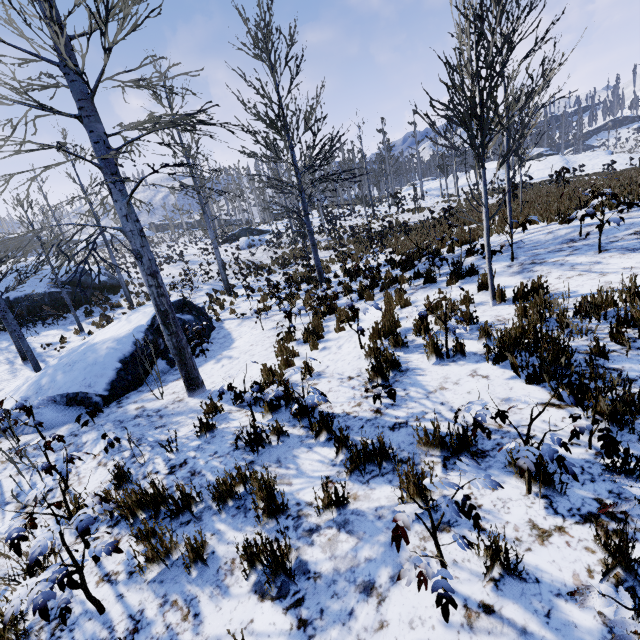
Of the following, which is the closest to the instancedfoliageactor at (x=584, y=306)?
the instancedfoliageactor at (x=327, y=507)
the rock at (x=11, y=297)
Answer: the instancedfoliageactor at (x=327, y=507)

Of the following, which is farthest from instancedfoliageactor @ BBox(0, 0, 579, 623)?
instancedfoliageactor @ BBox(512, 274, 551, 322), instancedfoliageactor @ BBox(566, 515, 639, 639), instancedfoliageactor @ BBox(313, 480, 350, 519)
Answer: instancedfoliageactor @ BBox(512, 274, 551, 322)

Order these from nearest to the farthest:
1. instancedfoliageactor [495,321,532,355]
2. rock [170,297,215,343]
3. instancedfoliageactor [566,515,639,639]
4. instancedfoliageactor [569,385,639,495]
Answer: instancedfoliageactor [566,515,639,639], instancedfoliageactor [569,385,639,495], instancedfoliageactor [495,321,532,355], rock [170,297,215,343]

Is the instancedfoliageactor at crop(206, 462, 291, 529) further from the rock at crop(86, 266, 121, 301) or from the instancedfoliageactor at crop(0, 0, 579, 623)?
Answer: the rock at crop(86, 266, 121, 301)

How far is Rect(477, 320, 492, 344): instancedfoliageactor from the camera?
4.1 meters

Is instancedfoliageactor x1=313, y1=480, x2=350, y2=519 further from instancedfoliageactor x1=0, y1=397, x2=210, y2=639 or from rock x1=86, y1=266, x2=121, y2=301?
rock x1=86, y1=266, x2=121, y2=301

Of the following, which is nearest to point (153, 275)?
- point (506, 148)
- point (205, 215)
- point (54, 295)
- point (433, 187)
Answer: point (506, 148)
